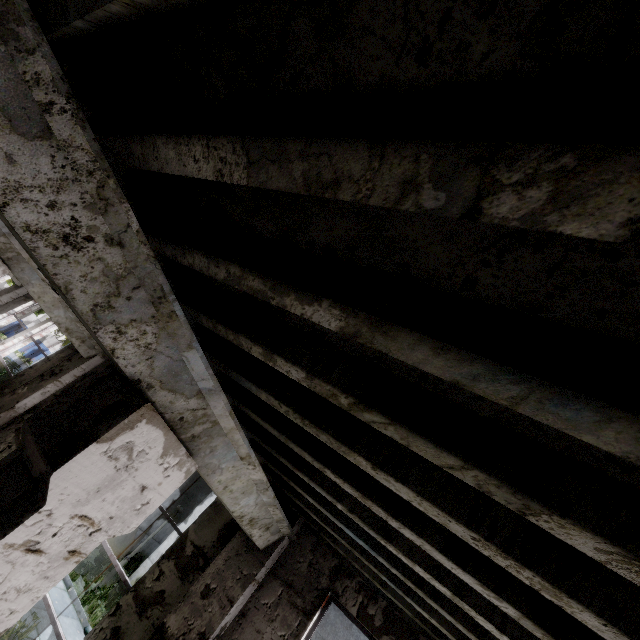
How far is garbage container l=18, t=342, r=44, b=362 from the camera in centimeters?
3753cm

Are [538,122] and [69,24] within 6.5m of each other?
yes

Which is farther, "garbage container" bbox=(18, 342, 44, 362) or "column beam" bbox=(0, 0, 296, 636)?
"garbage container" bbox=(18, 342, 44, 362)

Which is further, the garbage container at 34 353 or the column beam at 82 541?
the garbage container at 34 353

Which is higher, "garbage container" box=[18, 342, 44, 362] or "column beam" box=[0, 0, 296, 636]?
"column beam" box=[0, 0, 296, 636]

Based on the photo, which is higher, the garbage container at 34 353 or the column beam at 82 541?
the column beam at 82 541
